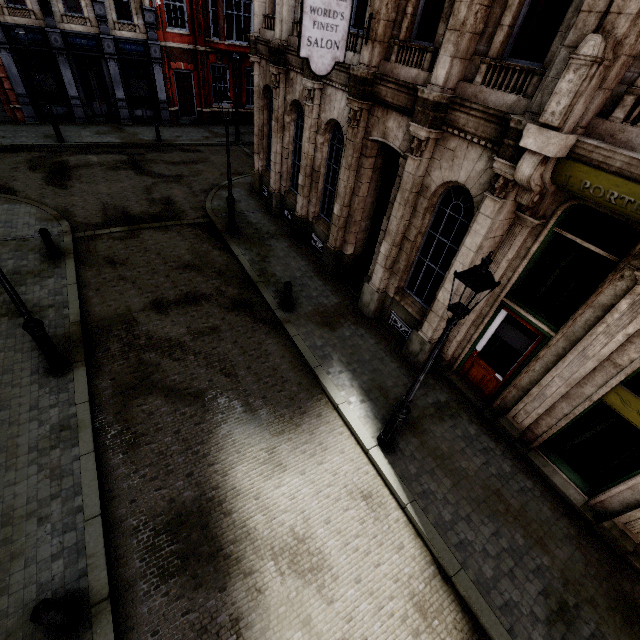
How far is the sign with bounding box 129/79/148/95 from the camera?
20.7 meters

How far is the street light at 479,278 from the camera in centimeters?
406cm

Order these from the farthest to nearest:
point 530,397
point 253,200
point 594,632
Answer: point 253,200 < point 530,397 < point 594,632

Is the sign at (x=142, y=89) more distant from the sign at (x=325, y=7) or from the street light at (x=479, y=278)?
the street light at (x=479, y=278)

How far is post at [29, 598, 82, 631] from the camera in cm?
394

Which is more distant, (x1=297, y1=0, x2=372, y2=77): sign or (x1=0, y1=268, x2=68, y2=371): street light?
(x1=297, y1=0, x2=372, y2=77): sign

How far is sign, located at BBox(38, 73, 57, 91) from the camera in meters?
18.5

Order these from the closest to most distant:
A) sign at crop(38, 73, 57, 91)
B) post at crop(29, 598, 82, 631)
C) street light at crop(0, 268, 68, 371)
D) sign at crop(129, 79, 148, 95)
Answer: post at crop(29, 598, 82, 631) → street light at crop(0, 268, 68, 371) → sign at crop(38, 73, 57, 91) → sign at crop(129, 79, 148, 95)
